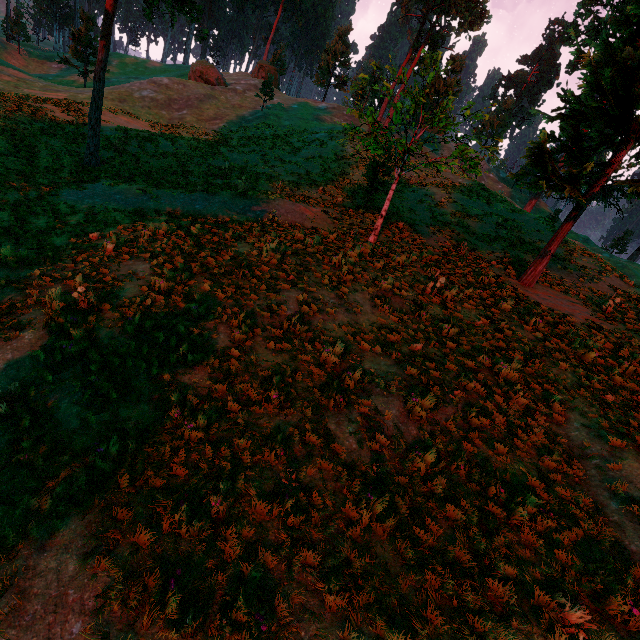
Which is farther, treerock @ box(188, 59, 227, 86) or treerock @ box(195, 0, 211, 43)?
treerock @ box(188, 59, 227, 86)

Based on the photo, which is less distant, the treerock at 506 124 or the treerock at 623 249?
the treerock at 506 124

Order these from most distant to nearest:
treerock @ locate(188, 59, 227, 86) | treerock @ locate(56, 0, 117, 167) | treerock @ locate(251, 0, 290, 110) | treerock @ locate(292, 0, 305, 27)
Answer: treerock @ locate(292, 0, 305, 27) → treerock @ locate(188, 59, 227, 86) → treerock @ locate(251, 0, 290, 110) → treerock @ locate(56, 0, 117, 167)

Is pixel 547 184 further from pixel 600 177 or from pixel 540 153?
pixel 600 177

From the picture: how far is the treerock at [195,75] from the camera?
41.1 meters

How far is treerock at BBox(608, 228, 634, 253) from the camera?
53.9m
